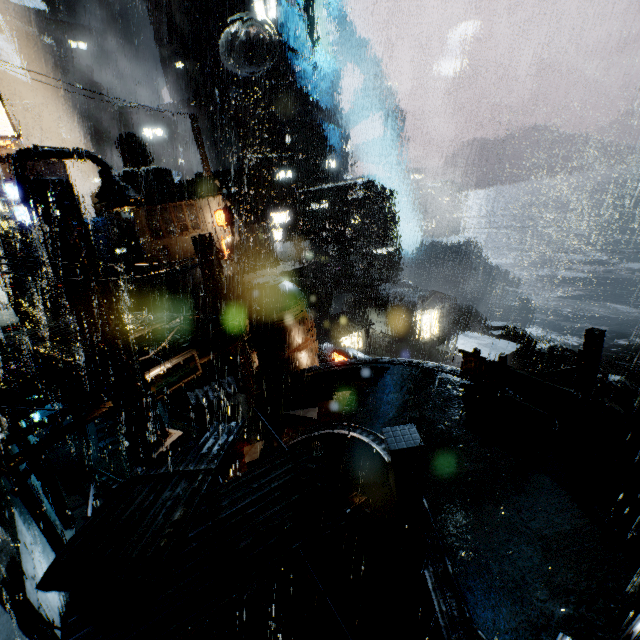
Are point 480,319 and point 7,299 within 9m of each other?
no

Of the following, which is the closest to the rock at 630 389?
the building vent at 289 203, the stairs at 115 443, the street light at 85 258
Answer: the building vent at 289 203

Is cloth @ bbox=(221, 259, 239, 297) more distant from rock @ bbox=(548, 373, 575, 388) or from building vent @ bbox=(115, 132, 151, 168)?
rock @ bbox=(548, 373, 575, 388)

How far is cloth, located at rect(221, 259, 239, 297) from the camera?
32.16m

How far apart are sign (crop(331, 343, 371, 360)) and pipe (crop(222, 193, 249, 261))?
20.0 meters

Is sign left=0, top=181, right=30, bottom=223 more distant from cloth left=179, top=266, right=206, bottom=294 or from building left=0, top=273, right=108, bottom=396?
cloth left=179, top=266, right=206, bottom=294

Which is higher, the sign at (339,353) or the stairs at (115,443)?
the sign at (339,353)

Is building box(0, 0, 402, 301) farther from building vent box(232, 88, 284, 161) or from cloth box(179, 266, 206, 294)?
building vent box(232, 88, 284, 161)
